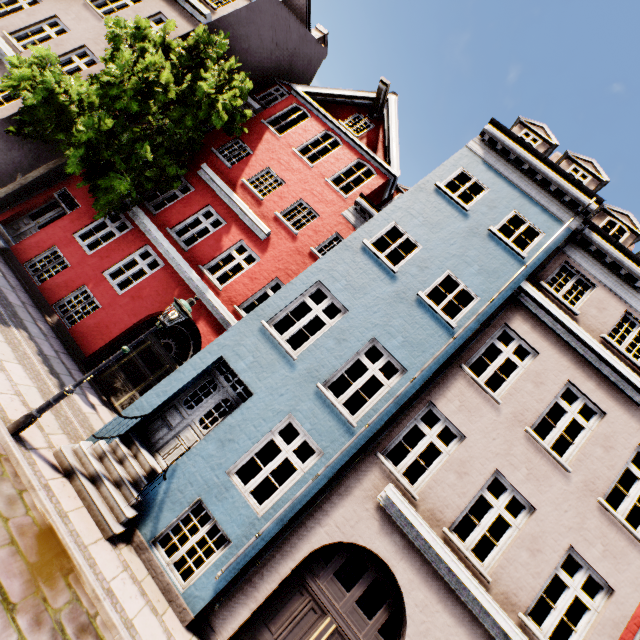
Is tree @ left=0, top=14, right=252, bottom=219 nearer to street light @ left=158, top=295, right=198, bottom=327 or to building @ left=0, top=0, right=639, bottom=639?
building @ left=0, top=0, right=639, bottom=639

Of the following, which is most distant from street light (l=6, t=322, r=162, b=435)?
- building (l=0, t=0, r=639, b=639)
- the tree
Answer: the tree

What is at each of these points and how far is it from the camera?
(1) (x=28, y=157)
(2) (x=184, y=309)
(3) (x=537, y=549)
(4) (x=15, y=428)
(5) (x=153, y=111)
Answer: (1) building, 10.9m
(2) street light, 6.3m
(3) building, 6.7m
(4) street light, 5.6m
(5) tree, 9.7m

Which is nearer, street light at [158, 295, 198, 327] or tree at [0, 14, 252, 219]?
street light at [158, 295, 198, 327]

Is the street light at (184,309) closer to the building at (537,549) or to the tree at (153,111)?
the building at (537,549)

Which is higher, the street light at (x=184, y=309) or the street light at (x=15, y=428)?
the street light at (x=184, y=309)
